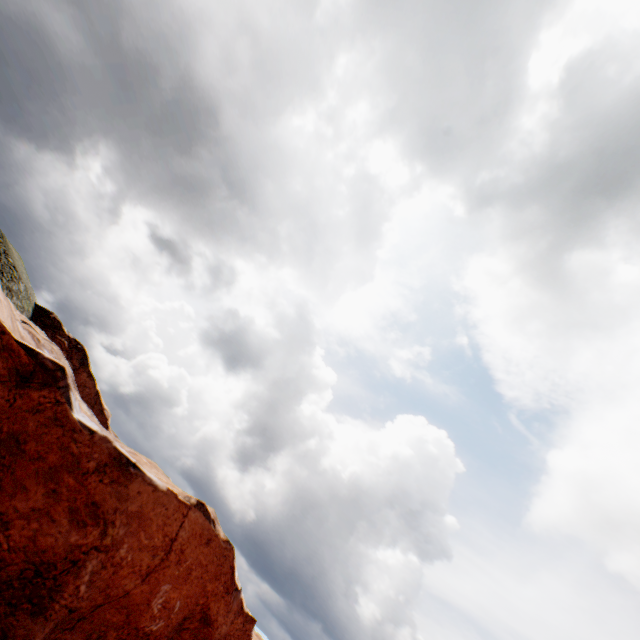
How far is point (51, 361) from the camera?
12.20m
